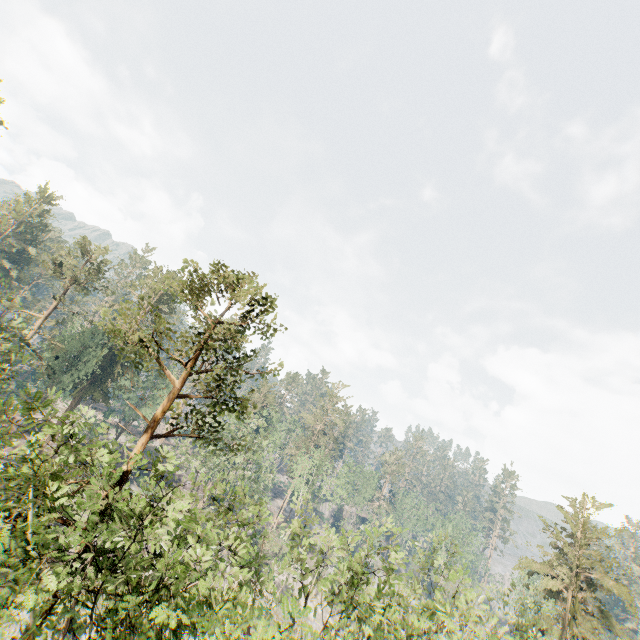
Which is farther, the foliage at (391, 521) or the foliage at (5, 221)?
the foliage at (5, 221)

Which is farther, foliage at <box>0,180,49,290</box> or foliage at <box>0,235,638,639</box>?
foliage at <box>0,180,49,290</box>

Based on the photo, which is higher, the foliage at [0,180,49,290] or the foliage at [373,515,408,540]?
the foliage at [0,180,49,290]

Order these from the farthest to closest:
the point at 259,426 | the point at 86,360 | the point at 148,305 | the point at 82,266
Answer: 1. the point at 148,305
2. the point at 259,426
3. the point at 86,360
4. the point at 82,266

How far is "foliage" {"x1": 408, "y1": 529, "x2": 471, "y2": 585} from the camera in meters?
15.0

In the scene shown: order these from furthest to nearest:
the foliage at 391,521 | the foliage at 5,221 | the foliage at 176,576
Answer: the foliage at 5,221 < the foliage at 391,521 < the foliage at 176,576
